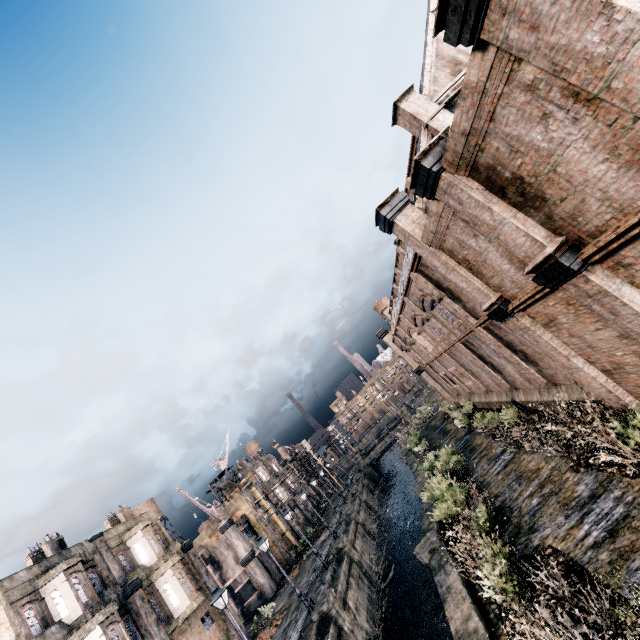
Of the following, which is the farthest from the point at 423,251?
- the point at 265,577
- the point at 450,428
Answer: the point at 265,577

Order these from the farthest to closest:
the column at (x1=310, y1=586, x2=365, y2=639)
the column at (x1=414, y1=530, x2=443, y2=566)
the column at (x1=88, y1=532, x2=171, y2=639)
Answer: the column at (x1=88, y1=532, x2=171, y2=639)
the column at (x1=310, y1=586, x2=365, y2=639)
the column at (x1=414, y1=530, x2=443, y2=566)

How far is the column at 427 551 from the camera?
15.5 meters

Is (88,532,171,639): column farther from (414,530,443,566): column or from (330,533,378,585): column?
(414,530,443,566): column

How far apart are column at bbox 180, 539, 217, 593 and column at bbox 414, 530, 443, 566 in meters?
19.8

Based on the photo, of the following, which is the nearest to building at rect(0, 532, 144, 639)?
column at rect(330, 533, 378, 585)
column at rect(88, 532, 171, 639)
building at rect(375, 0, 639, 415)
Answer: column at rect(88, 532, 171, 639)

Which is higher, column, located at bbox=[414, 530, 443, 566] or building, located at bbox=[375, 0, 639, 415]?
building, located at bbox=[375, 0, 639, 415]

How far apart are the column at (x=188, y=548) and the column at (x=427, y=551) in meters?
19.8
